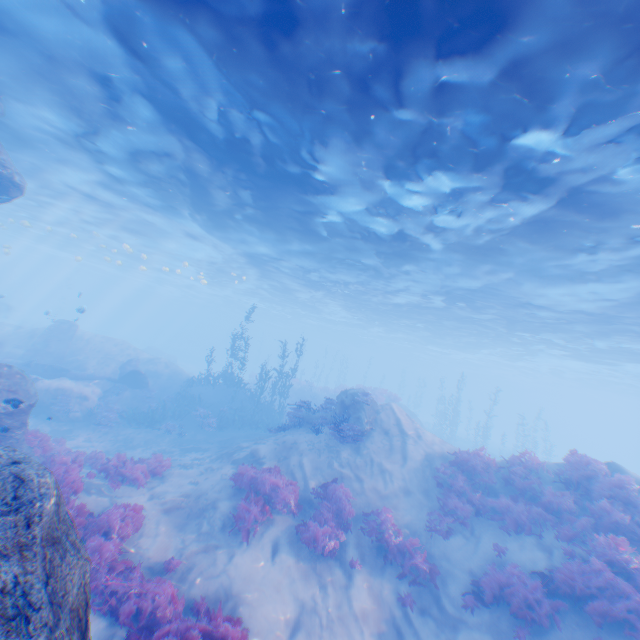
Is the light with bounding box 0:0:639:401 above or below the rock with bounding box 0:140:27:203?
above

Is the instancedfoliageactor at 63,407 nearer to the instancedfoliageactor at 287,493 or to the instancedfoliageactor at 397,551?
the instancedfoliageactor at 287,493

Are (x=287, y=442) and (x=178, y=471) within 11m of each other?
yes

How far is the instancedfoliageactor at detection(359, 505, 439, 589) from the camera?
9.8 meters

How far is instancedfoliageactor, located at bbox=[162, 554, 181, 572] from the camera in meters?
8.1

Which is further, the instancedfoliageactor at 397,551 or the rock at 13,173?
the rock at 13,173

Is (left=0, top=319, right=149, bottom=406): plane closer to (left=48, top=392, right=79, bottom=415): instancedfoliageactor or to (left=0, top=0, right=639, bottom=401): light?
(left=0, top=0, right=639, bottom=401): light

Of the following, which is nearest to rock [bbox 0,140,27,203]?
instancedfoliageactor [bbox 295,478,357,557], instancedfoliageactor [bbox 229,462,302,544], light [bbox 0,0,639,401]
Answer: light [bbox 0,0,639,401]
